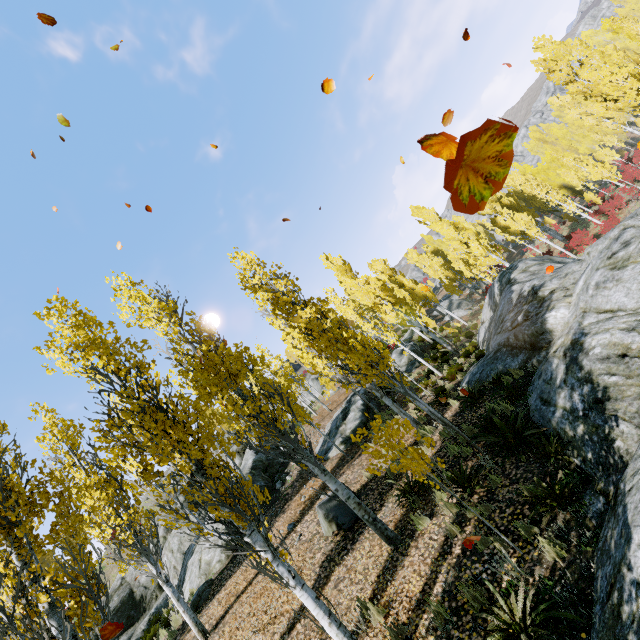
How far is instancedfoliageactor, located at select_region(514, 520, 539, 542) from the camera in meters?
5.0

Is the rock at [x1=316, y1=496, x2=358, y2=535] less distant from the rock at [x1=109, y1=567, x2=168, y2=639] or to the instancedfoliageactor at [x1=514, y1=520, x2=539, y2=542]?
the instancedfoliageactor at [x1=514, y1=520, x2=539, y2=542]

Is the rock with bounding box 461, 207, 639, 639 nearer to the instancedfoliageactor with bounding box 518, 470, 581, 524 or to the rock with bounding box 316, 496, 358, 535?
the instancedfoliageactor with bounding box 518, 470, 581, 524

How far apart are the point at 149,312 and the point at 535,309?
12.04m

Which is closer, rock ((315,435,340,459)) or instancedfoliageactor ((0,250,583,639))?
instancedfoliageactor ((0,250,583,639))

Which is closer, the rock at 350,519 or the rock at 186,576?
the rock at 350,519

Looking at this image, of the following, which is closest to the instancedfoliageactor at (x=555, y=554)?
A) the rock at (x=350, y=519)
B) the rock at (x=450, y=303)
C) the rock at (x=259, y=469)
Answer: the rock at (x=259, y=469)

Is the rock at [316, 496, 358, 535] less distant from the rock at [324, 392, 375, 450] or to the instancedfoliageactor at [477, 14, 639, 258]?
the instancedfoliageactor at [477, 14, 639, 258]
